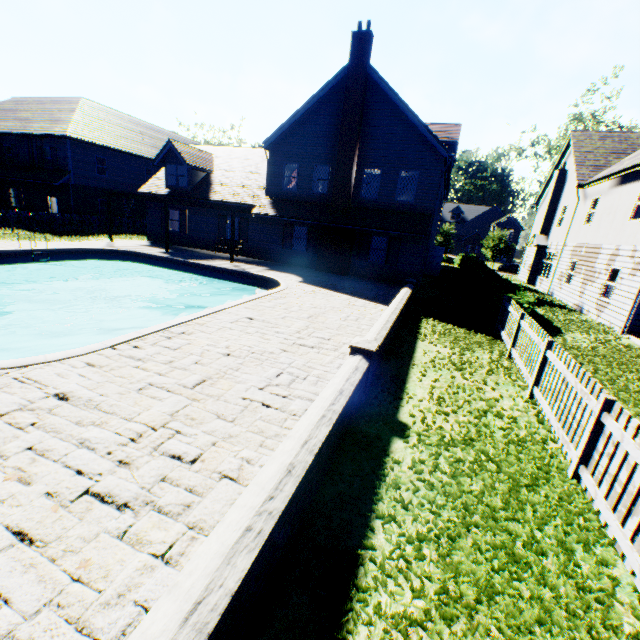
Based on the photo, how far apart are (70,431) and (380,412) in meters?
4.4

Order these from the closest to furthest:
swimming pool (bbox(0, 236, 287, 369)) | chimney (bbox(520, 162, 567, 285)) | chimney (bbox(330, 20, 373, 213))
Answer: swimming pool (bbox(0, 236, 287, 369)) < chimney (bbox(330, 20, 373, 213)) < chimney (bbox(520, 162, 567, 285))

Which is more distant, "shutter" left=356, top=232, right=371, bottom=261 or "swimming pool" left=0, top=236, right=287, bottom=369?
"shutter" left=356, top=232, right=371, bottom=261

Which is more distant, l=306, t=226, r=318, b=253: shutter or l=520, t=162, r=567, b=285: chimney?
l=520, t=162, r=567, b=285: chimney

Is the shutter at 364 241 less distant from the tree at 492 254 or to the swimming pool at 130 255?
the swimming pool at 130 255

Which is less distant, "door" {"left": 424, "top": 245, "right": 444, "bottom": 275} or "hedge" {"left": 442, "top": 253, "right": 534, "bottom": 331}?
"hedge" {"left": 442, "top": 253, "right": 534, "bottom": 331}

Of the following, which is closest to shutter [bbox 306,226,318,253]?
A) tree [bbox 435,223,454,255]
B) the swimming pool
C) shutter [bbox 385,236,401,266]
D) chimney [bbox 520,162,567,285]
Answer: shutter [bbox 385,236,401,266]

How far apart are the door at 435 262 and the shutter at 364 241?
7.6m
